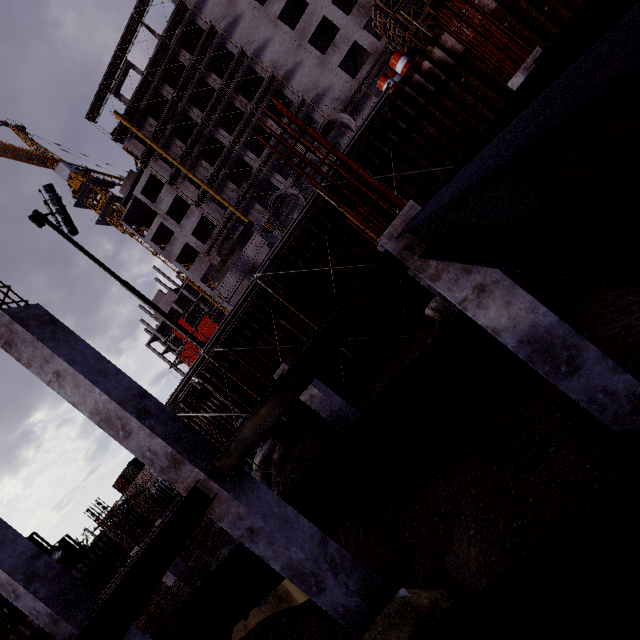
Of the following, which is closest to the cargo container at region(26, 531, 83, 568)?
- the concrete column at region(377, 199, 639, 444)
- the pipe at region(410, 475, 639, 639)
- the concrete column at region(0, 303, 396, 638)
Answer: the concrete column at region(0, 303, 396, 638)

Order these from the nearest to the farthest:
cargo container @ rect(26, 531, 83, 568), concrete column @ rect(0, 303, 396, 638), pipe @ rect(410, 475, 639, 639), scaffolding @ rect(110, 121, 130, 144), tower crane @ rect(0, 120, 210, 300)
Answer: pipe @ rect(410, 475, 639, 639) < concrete column @ rect(0, 303, 396, 638) < cargo container @ rect(26, 531, 83, 568) < scaffolding @ rect(110, 121, 130, 144) < tower crane @ rect(0, 120, 210, 300)

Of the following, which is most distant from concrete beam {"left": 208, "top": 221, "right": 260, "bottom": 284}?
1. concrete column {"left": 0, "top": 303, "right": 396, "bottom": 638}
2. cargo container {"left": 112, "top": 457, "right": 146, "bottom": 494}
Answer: cargo container {"left": 112, "top": 457, "right": 146, "bottom": 494}

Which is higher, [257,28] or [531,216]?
[257,28]

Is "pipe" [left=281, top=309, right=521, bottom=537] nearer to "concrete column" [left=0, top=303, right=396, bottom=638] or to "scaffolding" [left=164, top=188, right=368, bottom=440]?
"concrete column" [left=0, top=303, right=396, bottom=638]

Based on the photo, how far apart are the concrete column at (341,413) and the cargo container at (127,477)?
46.13m

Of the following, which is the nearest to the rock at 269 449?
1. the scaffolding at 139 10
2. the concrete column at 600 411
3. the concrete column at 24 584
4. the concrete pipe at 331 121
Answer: the concrete column at 24 584

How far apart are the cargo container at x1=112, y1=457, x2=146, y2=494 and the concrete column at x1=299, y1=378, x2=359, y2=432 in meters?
46.1
